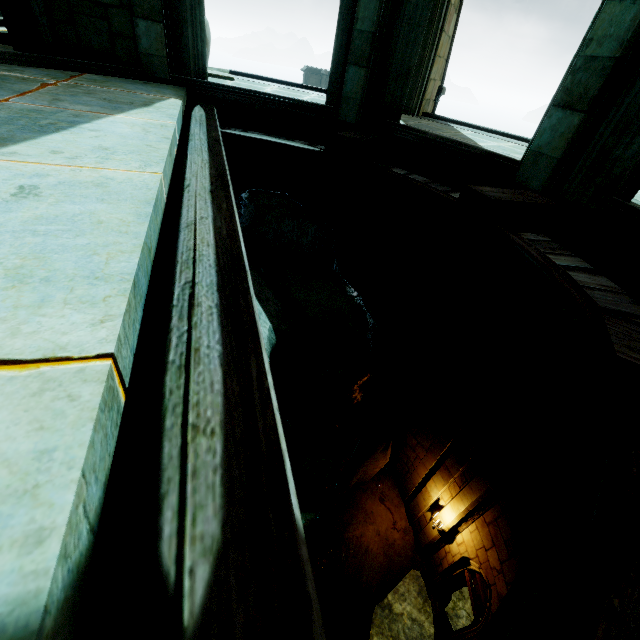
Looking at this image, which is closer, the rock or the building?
the building

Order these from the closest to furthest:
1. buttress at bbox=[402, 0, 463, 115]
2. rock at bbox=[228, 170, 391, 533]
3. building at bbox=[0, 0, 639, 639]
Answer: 1. building at bbox=[0, 0, 639, 639]
2. rock at bbox=[228, 170, 391, 533]
3. buttress at bbox=[402, 0, 463, 115]

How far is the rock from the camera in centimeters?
546cm

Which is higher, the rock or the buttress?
the buttress

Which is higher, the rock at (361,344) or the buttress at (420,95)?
the buttress at (420,95)

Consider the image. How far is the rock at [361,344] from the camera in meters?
5.5 m

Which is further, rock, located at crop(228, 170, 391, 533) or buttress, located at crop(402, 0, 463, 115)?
buttress, located at crop(402, 0, 463, 115)

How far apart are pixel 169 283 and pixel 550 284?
2.93m
